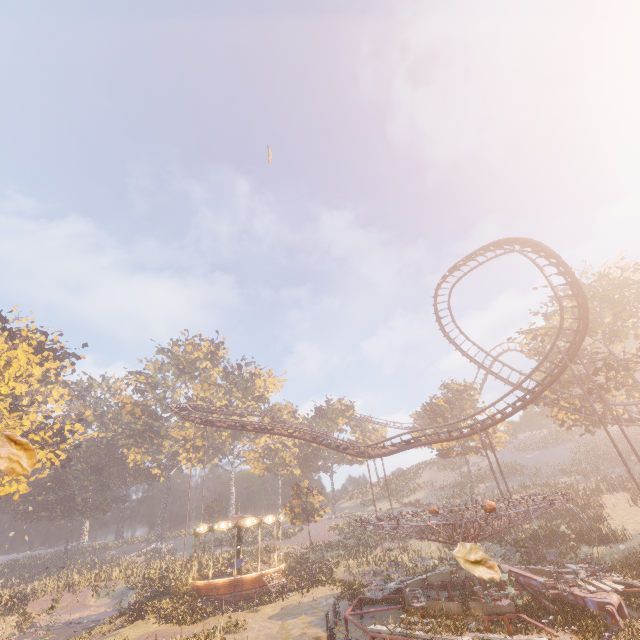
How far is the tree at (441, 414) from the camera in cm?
4422

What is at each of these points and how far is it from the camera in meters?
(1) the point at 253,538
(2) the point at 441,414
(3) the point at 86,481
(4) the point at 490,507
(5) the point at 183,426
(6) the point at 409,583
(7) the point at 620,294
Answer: (1) instancedfoliageactor, 49.1
(2) tree, 46.1
(3) instancedfoliageactor, 52.3
(4) merry-go-round, 11.7
(5) instancedfoliageactor, 58.2
(6) merry-go-round, 15.9
(7) tree, 28.0

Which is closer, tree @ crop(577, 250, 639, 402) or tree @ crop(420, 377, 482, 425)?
tree @ crop(577, 250, 639, 402)

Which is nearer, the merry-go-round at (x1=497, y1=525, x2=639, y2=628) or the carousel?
the merry-go-round at (x1=497, y1=525, x2=639, y2=628)

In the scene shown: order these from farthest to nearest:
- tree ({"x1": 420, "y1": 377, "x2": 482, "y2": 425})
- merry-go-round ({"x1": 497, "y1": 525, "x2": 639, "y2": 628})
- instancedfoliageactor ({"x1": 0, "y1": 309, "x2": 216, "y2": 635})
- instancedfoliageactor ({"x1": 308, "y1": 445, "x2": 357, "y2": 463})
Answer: instancedfoliageactor ({"x1": 308, "y1": 445, "x2": 357, "y2": 463})
tree ({"x1": 420, "y1": 377, "x2": 482, "y2": 425})
instancedfoliageactor ({"x1": 0, "y1": 309, "x2": 216, "y2": 635})
merry-go-round ({"x1": 497, "y1": 525, "x2": 639, "y2": 628})

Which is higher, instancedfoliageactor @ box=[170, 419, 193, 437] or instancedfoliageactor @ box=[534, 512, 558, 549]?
instancedfoliageactor @ box=[170, 419, 193, 437]

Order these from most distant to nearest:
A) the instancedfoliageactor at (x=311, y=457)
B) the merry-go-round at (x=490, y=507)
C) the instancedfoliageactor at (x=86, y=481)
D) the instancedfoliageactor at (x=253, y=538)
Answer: the instancedfoliageactor at (x=311, y=457) → the instancedfoliageactor at (x=253, y=538) → the instancedfoliageactor at (x=86, y=481) → the merry-go-round at (x=490, y=507)

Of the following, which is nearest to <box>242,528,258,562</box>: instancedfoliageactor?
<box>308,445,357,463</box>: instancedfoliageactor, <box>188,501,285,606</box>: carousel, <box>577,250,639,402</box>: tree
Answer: <box>188,501,285,606</box>: carousel
